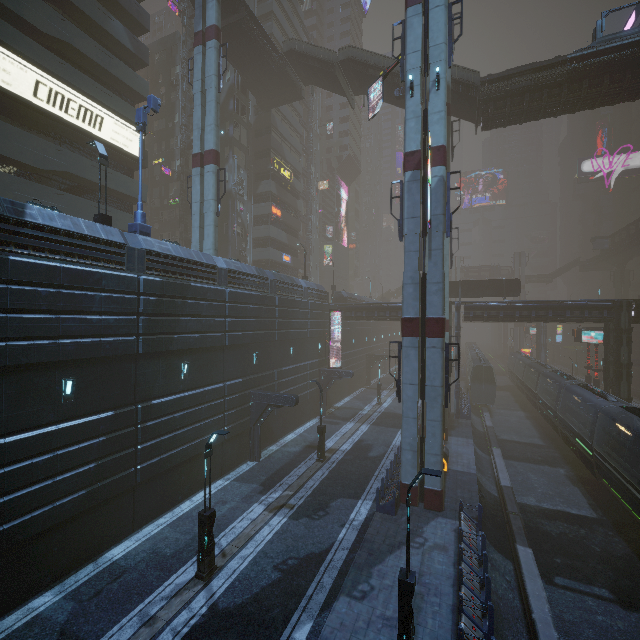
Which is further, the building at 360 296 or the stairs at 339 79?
the building at 360 296

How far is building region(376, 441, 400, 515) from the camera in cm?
1642

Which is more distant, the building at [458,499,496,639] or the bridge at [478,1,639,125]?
the bridge at [478,1,639,125]

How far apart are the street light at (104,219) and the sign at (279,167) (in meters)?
28.25

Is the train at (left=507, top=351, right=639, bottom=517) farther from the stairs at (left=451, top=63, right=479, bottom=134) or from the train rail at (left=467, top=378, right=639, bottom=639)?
the stairs at (left=451, top=63, right=479, bottom=134)

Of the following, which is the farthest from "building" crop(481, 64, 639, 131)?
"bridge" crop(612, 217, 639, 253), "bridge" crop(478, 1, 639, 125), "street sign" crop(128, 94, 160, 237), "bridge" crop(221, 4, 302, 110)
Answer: "bridge" crop(612, 217, 639, 253)

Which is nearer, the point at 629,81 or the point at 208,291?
the point at 208,291

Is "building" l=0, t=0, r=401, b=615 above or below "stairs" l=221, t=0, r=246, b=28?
below
